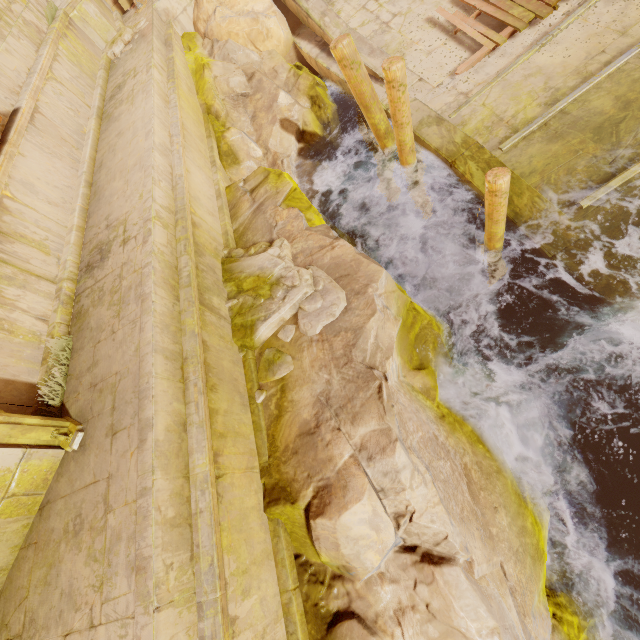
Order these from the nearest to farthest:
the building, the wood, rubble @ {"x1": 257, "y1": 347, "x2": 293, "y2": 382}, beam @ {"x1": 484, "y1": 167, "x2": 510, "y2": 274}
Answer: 1. the building
2. beam @ {"x1": 484, "y1": 167, "x2": 510, "y2": 274}
3. rubble @ {"x1": 257, "y1": 347, "x2": 293, "y2": 382}
4. the wood

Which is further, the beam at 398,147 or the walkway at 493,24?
the walkway at 493,24

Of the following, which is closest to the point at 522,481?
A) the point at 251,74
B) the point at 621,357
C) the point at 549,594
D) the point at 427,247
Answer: the point at 549,594

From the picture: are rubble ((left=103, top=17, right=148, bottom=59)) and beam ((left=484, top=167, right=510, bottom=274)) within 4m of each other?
no

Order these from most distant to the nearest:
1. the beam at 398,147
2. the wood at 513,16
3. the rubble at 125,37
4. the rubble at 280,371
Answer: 1. the rubble at 125,37
2. the wood at 513,16
3. the beam at 398,147
4. the rubble at 280,371

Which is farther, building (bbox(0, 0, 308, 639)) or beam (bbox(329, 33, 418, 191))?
beam (bbox(329, 33, 418, 191))

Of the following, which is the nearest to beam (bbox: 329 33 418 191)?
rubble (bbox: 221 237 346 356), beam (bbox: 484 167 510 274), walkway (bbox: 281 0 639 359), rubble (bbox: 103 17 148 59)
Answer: walkway (bbox: 281 0 639 359)

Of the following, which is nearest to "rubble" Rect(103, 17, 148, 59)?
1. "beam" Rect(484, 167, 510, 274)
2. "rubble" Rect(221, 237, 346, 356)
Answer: "rubble" Rect(221, 237, 346, 356)
